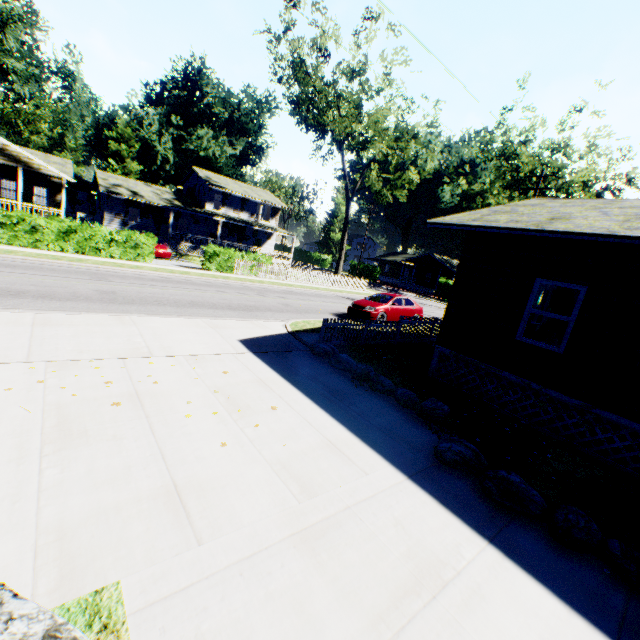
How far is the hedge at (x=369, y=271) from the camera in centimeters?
5453cm

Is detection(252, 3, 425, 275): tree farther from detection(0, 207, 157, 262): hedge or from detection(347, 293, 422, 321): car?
detection(0, 207, 157, 262): hedge

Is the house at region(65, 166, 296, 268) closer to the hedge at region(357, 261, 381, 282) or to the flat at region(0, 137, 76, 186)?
the flat at region(0, 137, 76, 186)

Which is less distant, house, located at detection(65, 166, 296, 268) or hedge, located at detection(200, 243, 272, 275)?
hedge, located at detection(200, 243, 272, 275)

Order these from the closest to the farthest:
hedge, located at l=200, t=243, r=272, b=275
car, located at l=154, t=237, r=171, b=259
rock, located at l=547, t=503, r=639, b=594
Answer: rock, located at l=547, t=503, r=639, b=594, hedge, located at l=200, t=243, r=272, b=275, car, located at l=154, t=237, r=171, b=259

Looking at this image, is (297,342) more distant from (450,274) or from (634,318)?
(450,274)

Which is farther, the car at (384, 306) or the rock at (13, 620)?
the car at (384, 306)

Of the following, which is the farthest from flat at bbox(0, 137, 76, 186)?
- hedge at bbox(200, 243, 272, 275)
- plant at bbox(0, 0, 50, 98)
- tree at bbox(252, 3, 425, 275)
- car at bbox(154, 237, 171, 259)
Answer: tree at bbox(252, 3, 425, 275)
